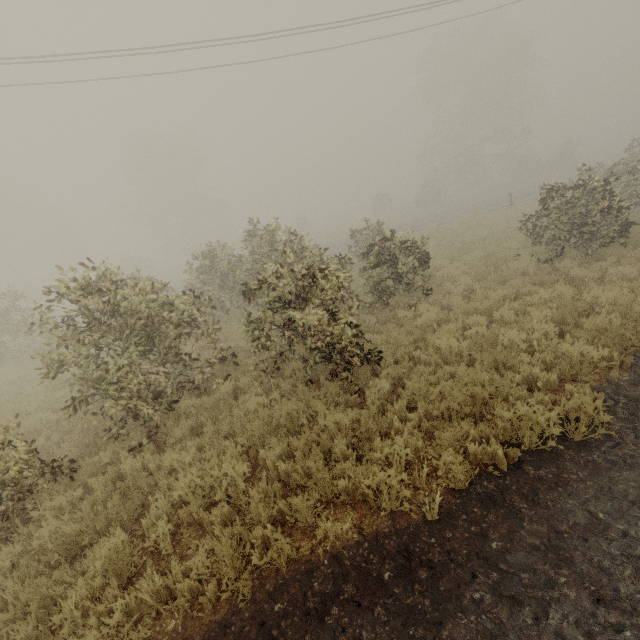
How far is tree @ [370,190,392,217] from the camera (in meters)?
42.41

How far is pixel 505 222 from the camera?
17.7m

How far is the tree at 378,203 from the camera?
42.41m
